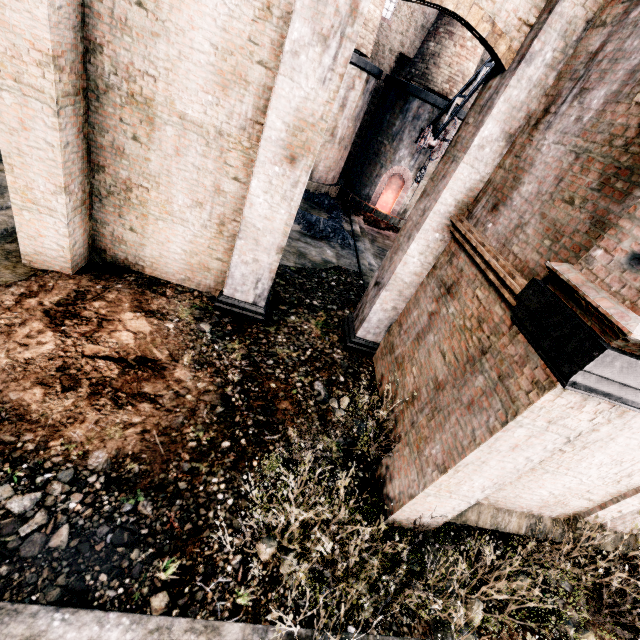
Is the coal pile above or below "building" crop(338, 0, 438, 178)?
below

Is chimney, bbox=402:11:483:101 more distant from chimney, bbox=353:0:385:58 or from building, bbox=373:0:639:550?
chimney, bbox=353:0:385:58

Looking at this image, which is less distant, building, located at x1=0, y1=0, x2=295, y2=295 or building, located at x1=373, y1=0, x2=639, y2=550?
building, located at x1=373, y1=0, x2=639, y2=550

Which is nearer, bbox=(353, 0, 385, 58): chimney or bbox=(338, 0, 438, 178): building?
bbox=(353, 0, 385, 58): chimney

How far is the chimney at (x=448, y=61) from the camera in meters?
17.3

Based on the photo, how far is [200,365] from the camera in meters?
7.4 m

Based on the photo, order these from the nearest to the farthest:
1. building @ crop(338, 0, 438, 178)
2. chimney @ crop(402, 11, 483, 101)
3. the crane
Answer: the crane
chimney @ crop(402, 11, 483, 101)
building @ crop(338, 0, 438, 178)

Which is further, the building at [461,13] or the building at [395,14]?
the building at [395,14]
